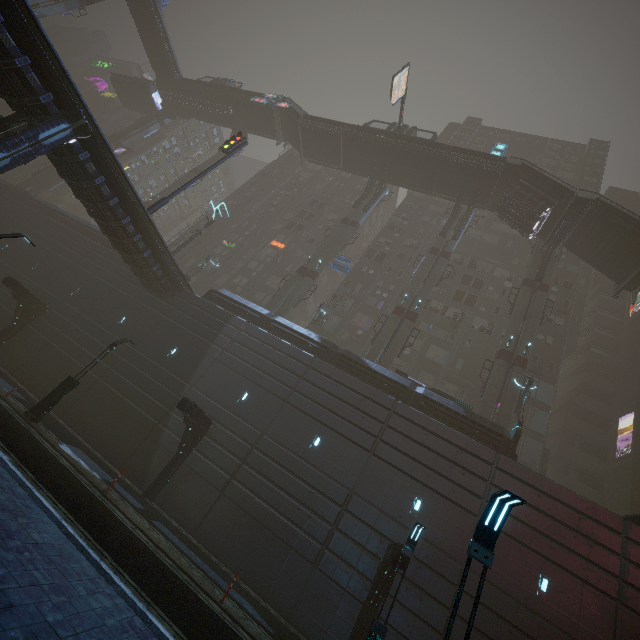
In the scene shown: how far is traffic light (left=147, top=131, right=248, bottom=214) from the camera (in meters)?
21.03

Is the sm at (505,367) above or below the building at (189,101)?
below

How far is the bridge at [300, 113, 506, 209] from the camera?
32.91m

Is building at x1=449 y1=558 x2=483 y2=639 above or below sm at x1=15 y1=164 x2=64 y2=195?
below

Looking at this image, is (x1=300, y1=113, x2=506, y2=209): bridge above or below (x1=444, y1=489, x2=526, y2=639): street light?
above

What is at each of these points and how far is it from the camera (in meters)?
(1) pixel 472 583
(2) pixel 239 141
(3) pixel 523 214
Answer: (1) building, 14.57
(2) traffic light, 24.50
(3) bridge, 30.12

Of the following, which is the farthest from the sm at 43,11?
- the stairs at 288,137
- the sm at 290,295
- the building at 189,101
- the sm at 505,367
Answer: the sm at 505,367

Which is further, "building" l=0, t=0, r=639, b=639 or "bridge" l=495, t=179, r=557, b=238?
"bridge" l=495, t=179, r=557, b=238
